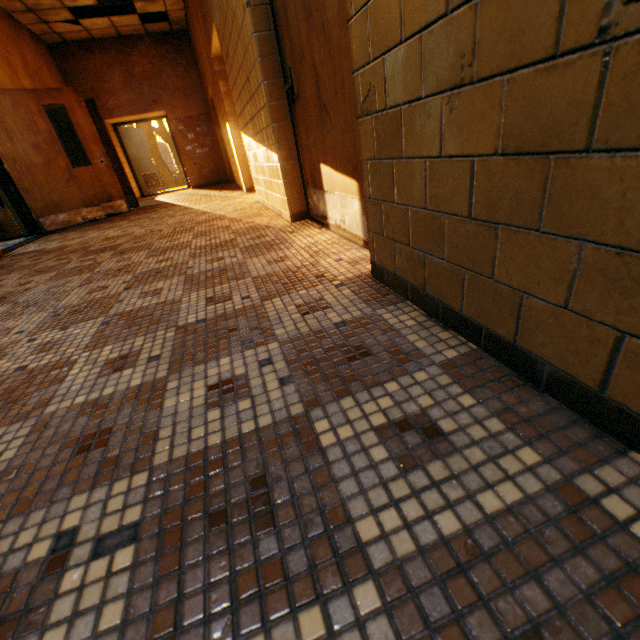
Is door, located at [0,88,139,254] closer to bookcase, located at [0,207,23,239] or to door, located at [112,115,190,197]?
bookcase, located at [0,207,23,239]

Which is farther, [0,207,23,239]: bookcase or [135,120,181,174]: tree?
[135,120,181,174]: tree

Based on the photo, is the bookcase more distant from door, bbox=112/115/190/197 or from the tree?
the tree

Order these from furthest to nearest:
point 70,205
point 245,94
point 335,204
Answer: point 70,205
point 245,94
point 335,204

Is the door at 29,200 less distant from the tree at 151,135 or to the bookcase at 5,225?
the bookcase at 5,225

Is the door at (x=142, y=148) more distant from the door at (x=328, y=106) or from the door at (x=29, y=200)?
the door at (x=328, y=106)

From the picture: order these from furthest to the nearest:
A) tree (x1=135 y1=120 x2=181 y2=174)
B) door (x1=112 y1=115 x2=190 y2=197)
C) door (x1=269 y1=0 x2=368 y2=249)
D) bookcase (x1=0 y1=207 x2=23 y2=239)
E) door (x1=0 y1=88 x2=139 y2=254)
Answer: tree (x1=135 y1=120 x2=181 y2=174) → door (x1=112 y1=115 x2=190 y2=197) → bookcase (x1=0 y1=207 x2=23 y2=239) → door (x1=0 y1=88 x2=139 y2=254) → door (x1=269 y1=0 x2=368 y2=249)

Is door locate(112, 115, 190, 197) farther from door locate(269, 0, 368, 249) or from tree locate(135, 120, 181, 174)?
door locate(269, 0, 368, 249)
